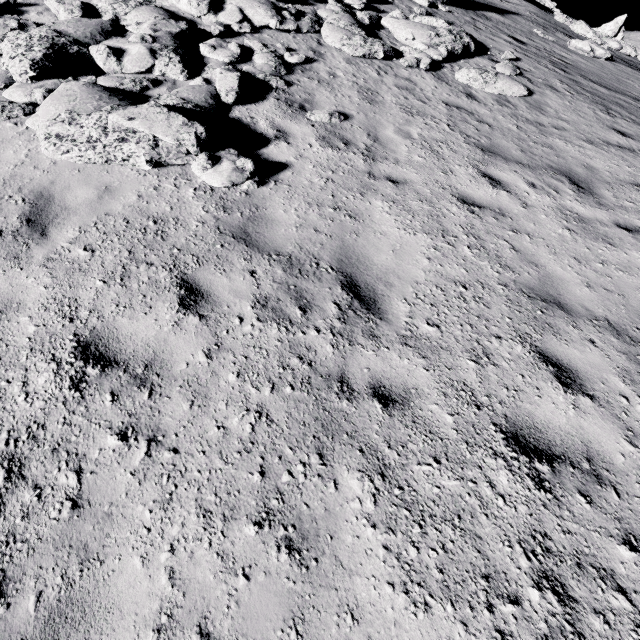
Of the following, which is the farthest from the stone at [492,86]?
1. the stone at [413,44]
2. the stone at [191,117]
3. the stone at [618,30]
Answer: the stone at [618,30]

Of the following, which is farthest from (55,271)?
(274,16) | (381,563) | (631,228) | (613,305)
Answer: (274,16)

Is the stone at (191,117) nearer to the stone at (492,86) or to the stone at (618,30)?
the stone at (492,86)

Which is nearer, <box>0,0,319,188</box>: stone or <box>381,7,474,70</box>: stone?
<box>0,0,319,188</box>: stone

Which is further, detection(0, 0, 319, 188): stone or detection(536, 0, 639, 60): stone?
detection(536, 0, 639, 60): stone

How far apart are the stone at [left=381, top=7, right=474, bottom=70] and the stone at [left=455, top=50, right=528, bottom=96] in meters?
0.7

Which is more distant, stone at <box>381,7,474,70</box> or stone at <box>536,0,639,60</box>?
stone at <box>536,0,639,60</box>

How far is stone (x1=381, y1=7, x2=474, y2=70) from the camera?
9.1m
